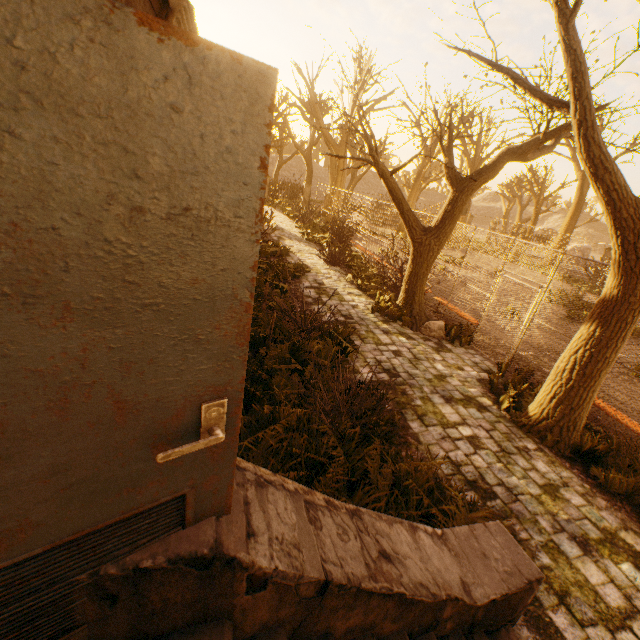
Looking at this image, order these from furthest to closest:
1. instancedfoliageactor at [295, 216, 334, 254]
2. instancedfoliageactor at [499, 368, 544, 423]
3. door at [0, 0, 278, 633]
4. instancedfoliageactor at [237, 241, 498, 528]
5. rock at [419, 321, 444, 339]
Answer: instancedfoliageactor at [295, 216, 334, 254], rock at [419, 321, 444, 339], instancedfoliageactor at [499, 368, 544, 423], instancedfoliageactor at [237, 241, 498, 528], door at [0, 0, 278, 633]

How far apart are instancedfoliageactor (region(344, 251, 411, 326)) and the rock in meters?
2.0 m

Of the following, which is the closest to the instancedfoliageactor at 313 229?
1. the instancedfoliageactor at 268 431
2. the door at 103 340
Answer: the instancedfoliageactor at 268 431

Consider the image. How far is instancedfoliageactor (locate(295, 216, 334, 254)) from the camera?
17.72m

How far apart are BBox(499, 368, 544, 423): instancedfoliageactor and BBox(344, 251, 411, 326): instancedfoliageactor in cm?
494

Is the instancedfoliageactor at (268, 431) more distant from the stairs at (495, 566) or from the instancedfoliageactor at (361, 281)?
the instancedfoliageactor at (361, 281)

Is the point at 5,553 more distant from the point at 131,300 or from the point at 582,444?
the point at 582,444

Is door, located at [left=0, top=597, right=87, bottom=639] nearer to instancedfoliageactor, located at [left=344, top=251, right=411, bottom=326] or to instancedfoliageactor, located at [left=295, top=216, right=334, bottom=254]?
instancedfoliageactor, located at [left=344, top=251, right=411, bottom=326]
